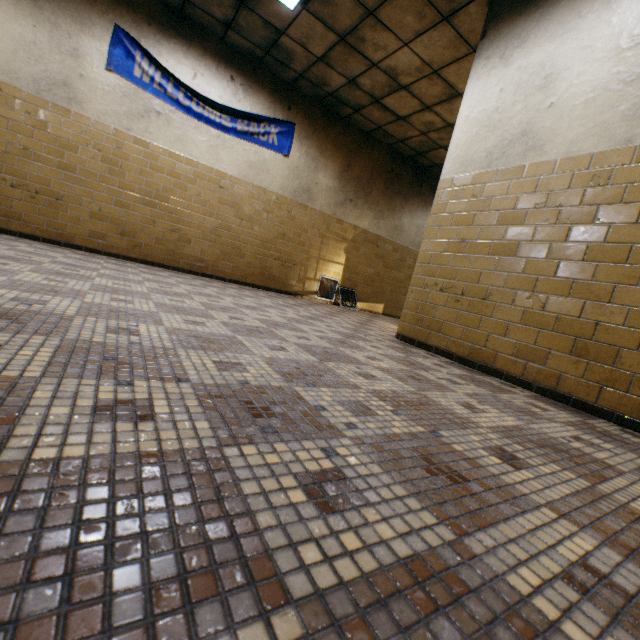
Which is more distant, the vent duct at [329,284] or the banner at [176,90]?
the vent duct at [329,284]

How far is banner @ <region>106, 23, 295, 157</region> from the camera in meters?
4.8

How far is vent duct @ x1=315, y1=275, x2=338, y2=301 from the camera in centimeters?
764cm

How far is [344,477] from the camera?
0.8 meters

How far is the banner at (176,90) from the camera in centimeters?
484cm

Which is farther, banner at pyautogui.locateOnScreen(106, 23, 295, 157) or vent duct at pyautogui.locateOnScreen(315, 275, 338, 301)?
vent duct at pyautogui.locateOnScreen(315, 275, 338, 301)

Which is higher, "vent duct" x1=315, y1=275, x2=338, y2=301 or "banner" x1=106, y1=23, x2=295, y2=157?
"banner" x1=106, y1=23, x2=295, y2=157
